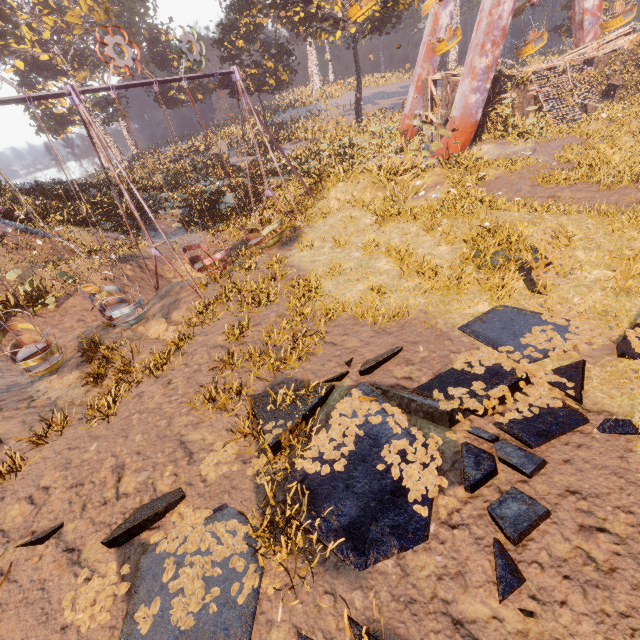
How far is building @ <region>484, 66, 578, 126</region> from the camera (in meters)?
18.81

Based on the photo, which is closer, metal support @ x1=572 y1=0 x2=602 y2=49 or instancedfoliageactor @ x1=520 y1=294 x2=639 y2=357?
instancedfoliageactor @ x1=520 y1=294 x2=639 y2=357

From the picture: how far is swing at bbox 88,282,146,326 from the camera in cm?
971

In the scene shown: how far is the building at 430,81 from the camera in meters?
19.1 m

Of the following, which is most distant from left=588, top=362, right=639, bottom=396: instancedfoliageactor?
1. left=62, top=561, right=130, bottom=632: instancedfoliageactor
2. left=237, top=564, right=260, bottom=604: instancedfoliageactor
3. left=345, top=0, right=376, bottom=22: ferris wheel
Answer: left=345, top=0, right=376, bottom=22: ferris wheel

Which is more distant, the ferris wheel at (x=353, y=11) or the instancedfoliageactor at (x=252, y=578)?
the ferris wheel at (x=353, y=11)

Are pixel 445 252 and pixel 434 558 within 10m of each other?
yes

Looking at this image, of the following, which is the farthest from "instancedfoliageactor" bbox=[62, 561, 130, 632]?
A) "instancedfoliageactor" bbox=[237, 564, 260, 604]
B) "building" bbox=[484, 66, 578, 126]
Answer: "building" bbox=[484, 66, 578, 126]
